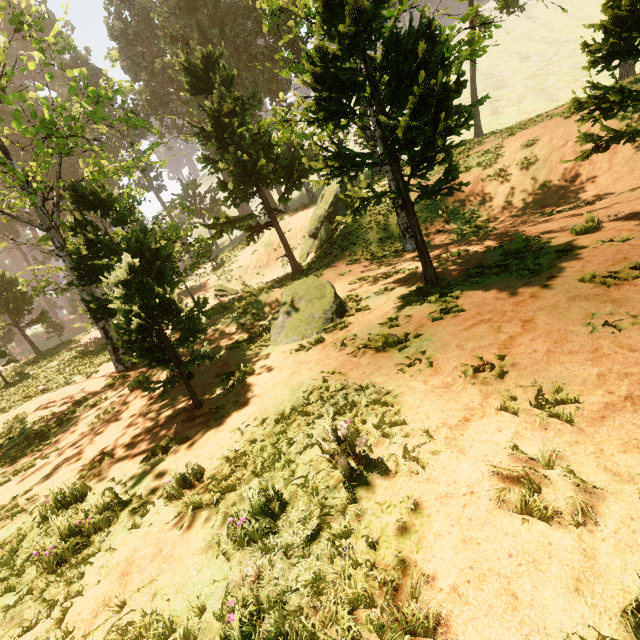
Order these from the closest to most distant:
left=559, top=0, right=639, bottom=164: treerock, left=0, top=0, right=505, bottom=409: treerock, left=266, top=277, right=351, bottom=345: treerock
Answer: left=559, top=0, right=639, bottom=164: treerock
left=0, top=0, right=505, bottom=409: treerock
left=266, top=277, right=351, bottom=345: treerock

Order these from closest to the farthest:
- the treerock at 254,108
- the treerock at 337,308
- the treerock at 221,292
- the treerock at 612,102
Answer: the treerock at 612,102
the treerock at 254,108
the treerock at 337,308
the treerock at 221,292

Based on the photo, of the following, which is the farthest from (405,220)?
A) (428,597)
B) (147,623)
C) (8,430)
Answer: (8,430)

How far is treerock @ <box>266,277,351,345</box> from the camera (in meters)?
9.62

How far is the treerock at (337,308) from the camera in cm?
962

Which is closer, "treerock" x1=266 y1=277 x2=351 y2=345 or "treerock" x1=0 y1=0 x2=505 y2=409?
"treerock" x1=0 y1=0 x2=505 y2=409
